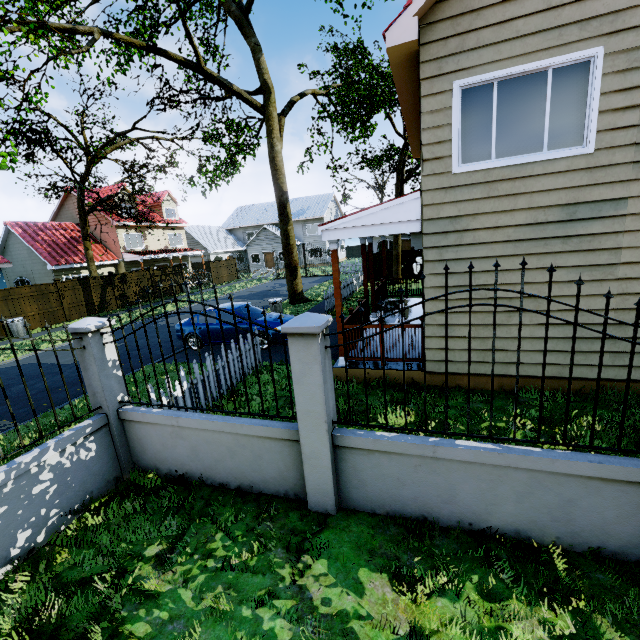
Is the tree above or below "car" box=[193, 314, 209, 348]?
above

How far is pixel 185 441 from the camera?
4.44m

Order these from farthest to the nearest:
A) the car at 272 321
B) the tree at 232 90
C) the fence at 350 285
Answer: the fence at 350 285, the tree at 232 90, the car at 272 321

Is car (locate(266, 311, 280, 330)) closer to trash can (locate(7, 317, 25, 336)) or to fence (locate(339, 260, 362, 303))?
fence (locate(339, 260, 362, 303))

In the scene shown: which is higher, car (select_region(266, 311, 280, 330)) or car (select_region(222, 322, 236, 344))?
car (select_region(266, 311, 280, 330))

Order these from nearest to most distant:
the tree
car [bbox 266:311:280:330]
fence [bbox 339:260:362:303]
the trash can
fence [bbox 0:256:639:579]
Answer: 1. fence [bbox 0:256:639:579]
2. car [bbox 266:311:280:330]
3. the tree
4. the trash can
5. fence [bbox 339:260:362:303]

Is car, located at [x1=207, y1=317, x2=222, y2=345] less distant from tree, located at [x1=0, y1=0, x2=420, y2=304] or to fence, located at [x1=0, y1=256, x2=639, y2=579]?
fence, located at [x1=0, y1=256, x2=639, y2=579]

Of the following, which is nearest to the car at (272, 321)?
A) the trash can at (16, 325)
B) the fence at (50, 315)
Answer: the fence at (50, 315)
